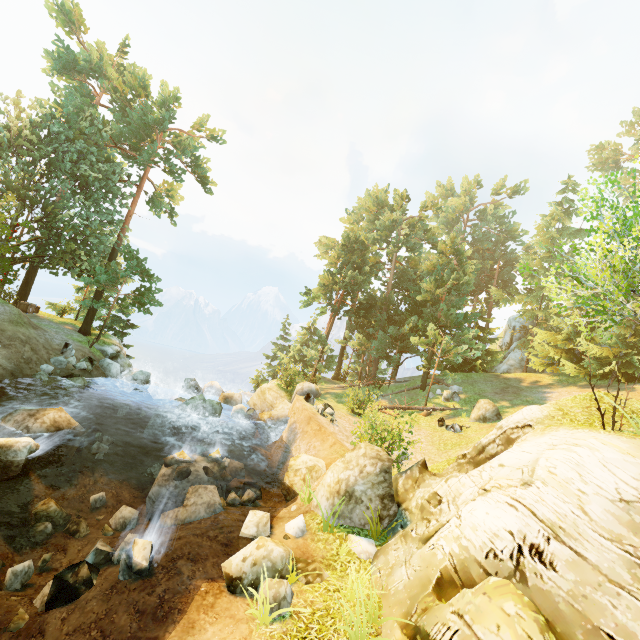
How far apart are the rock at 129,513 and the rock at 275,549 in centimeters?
514cm

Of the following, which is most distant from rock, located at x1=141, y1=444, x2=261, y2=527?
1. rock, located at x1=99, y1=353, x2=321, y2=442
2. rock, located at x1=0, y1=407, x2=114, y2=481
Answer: rock, located at x1=0, y1=407, x2=114, y2=481

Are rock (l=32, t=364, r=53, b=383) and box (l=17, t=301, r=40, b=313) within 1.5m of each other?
no

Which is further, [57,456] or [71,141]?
[71,141]

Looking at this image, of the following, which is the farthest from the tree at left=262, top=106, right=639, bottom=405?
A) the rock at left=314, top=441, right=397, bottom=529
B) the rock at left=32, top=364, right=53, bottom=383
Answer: the rock at left=314, top=441, right=397, bottom=529

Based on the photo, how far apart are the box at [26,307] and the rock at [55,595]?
25.27m

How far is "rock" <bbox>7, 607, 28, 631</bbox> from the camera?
6.1m

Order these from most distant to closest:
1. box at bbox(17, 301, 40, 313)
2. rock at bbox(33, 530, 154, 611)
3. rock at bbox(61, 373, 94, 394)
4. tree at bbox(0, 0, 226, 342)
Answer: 1. box at bbox(17, 301, 40, 313)
2. tree at bbox(0, 0, 226, 342)
3. rock at bbox(61, 373, 94, 394)
4. rock at bbox(33, 530, 154, 611)
